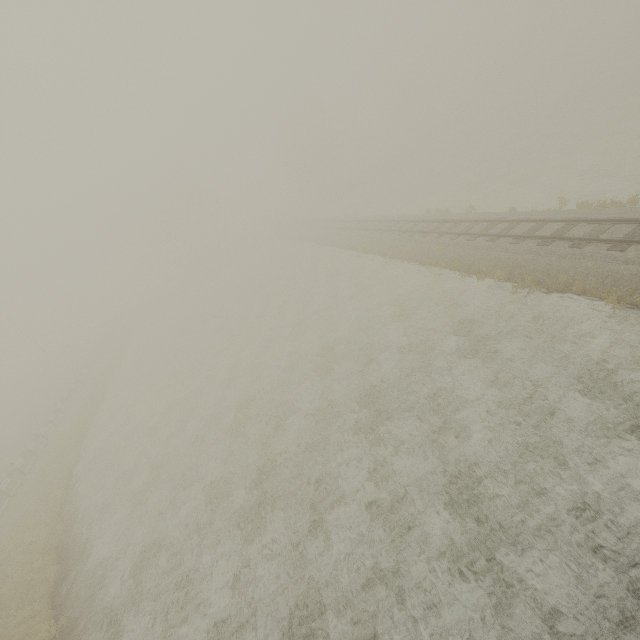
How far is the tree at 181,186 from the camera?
53.6m

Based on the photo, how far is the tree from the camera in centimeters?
5362cm

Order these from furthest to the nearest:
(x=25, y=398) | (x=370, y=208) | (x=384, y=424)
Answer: (x=370, y=208), (x=25, y=398), (x=384, y=424)
